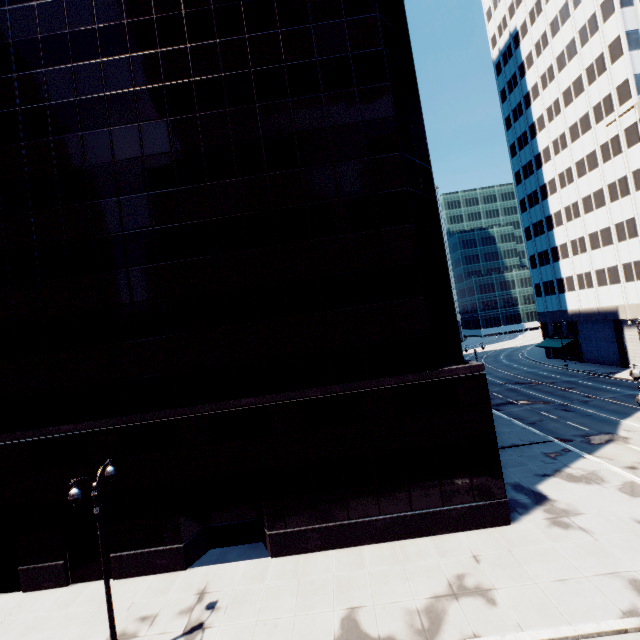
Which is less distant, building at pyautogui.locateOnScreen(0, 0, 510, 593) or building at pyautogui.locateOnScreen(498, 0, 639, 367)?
building at pyautogui.locateOnScreen(0, 0, 510, 593)

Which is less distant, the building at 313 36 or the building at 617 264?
the building at 313 36

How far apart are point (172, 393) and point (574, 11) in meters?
69.8 m
